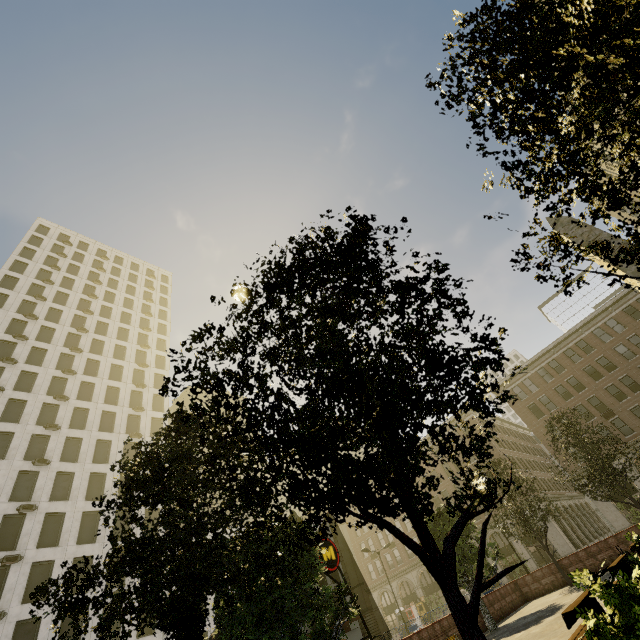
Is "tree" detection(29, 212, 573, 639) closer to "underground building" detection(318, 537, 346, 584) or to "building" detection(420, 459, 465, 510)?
"underground building" detection(318, 537, 346, 584)

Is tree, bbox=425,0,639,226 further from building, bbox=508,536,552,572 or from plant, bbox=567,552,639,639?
building, bbox=508,536,552,572

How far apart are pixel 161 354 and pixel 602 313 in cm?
6385

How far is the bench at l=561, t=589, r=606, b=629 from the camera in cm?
580

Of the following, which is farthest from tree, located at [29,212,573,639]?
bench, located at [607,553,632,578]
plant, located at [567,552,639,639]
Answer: bench, located at [607,553,632,578]

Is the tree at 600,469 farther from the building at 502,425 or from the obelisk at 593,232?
the building at 502,425

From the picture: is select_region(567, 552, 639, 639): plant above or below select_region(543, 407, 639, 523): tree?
below

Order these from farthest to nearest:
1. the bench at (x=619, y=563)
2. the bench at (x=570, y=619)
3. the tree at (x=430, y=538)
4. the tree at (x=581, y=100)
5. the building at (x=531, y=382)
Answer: the building at (x=531, y=382), the bench at (x=619, y=563), the bench at (x=570, y=619), the tree at (x=430, y=538), the tree at (x=581, y=100)
